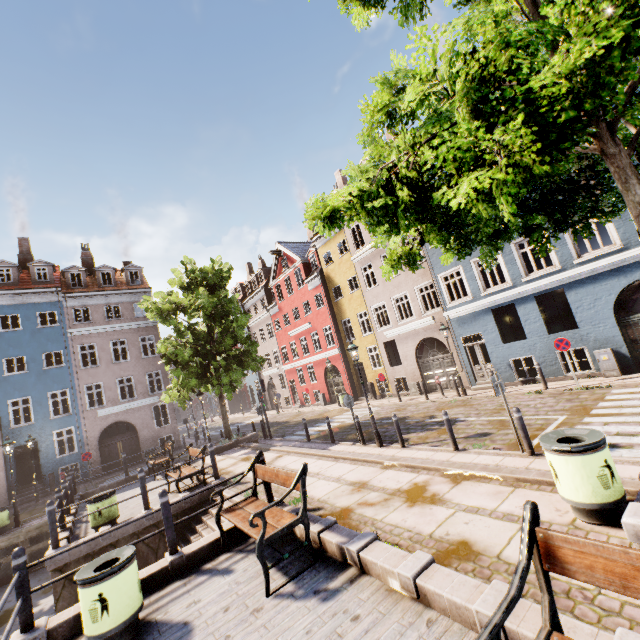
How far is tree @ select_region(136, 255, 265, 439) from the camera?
16.16m

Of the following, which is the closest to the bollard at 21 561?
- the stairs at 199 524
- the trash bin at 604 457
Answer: the stairs at 199 524

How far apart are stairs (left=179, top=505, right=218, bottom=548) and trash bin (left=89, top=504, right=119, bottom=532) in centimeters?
161cm

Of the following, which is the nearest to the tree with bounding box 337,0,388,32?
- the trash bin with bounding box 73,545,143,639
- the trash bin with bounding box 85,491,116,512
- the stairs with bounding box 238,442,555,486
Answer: the stairs with bounding box 238,442,555,486

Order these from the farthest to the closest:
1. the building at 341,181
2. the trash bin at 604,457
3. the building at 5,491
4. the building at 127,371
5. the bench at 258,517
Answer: the building at 341,181, the building at 127,371, the building at 5,491, the bench at 258,517, the trash bin at 604,457

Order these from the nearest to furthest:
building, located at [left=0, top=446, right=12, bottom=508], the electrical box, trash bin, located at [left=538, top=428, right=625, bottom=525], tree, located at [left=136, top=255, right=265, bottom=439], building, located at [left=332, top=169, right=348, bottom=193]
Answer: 1. trash bin, located at [left=538, top=428, right=625, bottom=525]
2. the electrical box
3. tree, located at [left=136, top=255, right=265, bottom=439]
4. building, located at [left=0, top=446, right=12, bottom=508]
5. building, located at [left=332, top=169, right=348, bottom=193]

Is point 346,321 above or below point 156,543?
above

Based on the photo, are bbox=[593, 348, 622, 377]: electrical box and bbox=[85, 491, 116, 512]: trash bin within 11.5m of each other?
no
